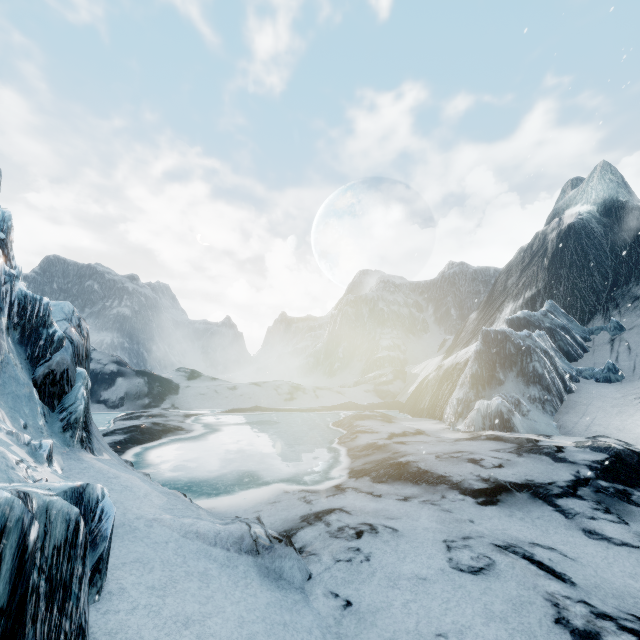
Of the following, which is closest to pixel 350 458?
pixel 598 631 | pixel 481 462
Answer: pixel 481 462
